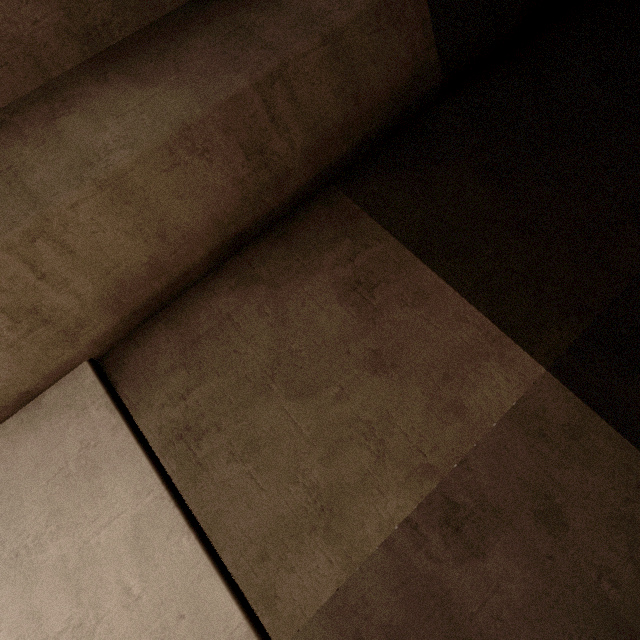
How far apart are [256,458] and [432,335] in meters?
2.0
